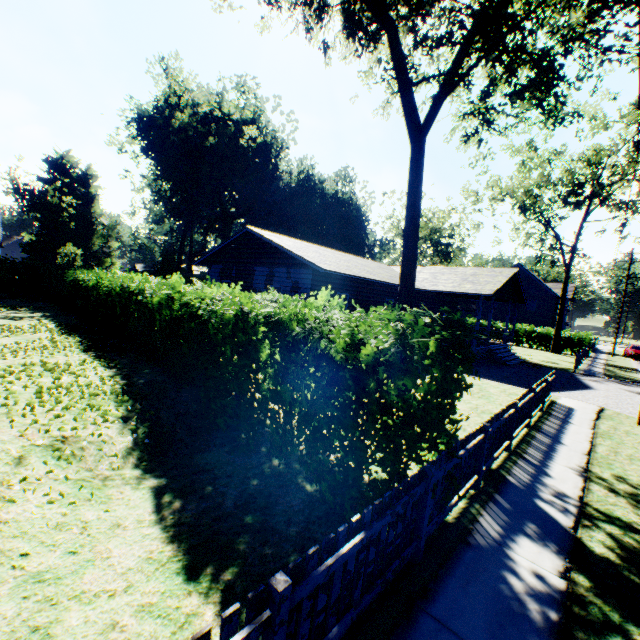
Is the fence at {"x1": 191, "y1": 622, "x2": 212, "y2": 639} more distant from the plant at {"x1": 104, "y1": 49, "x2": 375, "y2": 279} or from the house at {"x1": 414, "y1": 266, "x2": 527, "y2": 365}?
the plant at {"x1": 104, "y1": 49, "x2": 375, "y2": 279}

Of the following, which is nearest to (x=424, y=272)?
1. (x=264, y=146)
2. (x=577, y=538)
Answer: (x=577, y=538)

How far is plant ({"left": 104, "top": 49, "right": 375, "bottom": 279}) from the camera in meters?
35.6

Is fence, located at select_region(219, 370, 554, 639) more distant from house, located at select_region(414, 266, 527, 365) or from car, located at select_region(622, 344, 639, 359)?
car, located at select_region(622, 344, 639, 359)

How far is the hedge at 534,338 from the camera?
35.41m

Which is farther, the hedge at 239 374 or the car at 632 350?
the car at 632 350

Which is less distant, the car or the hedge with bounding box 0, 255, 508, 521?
the hedge with bounding box 0, 255, 508, 521

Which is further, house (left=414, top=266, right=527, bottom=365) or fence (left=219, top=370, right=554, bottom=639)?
house (left=414, top=266, right=527, bottom=365)
